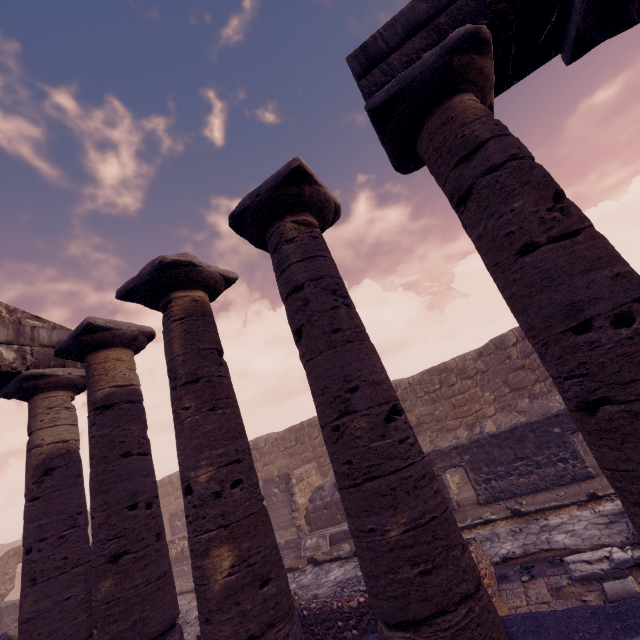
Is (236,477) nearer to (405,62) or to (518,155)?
(518,155)

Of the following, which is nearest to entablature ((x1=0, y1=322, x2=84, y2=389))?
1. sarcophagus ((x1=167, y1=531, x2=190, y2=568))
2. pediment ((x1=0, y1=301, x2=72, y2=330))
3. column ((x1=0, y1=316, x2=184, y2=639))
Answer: pediment ((x1=0, y1=301, x2=72, y2=330))

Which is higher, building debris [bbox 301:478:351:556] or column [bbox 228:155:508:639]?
column [bbox 228:155:508:639]

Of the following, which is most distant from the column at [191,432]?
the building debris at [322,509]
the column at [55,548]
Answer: the building debris at [322,509]

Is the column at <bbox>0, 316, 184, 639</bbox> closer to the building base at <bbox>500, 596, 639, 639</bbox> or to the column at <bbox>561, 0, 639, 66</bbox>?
the building base at <bbox>500, 596, 639, 639</bbox>

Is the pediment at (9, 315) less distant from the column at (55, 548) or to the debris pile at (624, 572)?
the column at (55, 548)

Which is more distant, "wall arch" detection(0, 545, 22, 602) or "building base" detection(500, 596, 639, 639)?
"wall arch" detection(0, 545, 22, 602)

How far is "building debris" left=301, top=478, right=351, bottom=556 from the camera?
11.62m
